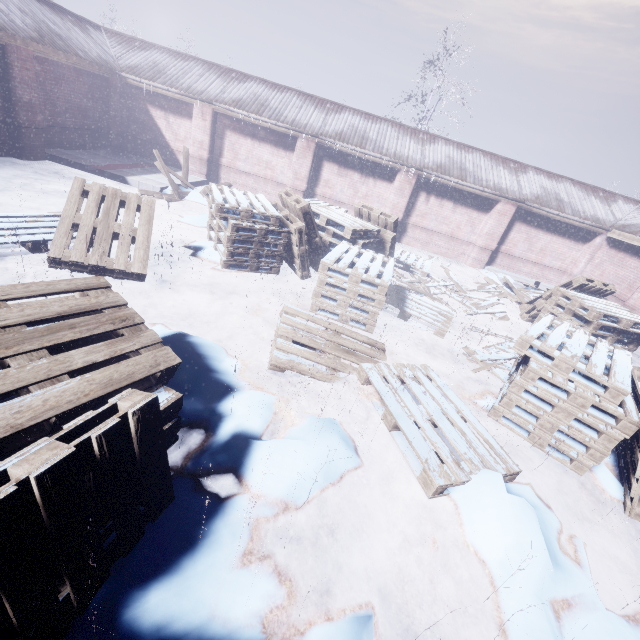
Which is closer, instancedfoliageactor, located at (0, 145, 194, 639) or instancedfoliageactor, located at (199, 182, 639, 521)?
instancedfoliageactor, located at (0, 145, 194, 639)

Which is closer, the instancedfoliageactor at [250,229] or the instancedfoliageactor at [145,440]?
the instancedfoliageactor at [145,440]

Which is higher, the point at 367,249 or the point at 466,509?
the point at 367,249
